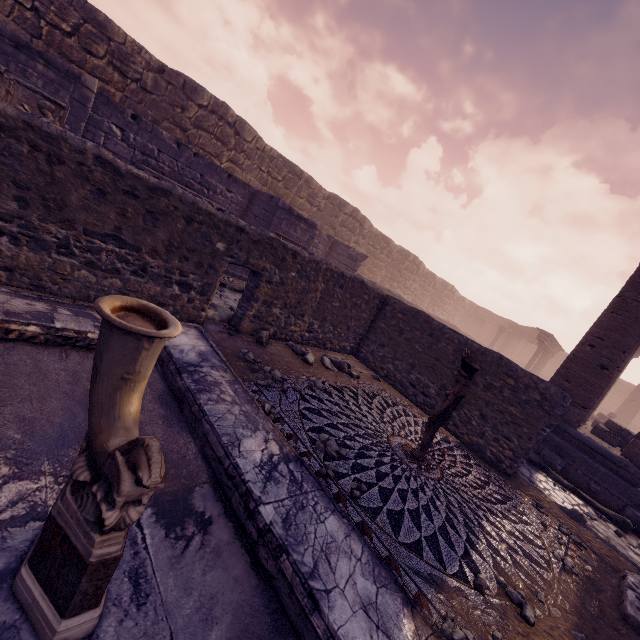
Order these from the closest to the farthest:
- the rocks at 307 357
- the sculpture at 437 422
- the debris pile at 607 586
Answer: the debris pile at 607 586
the sculpture at 437 422
the rocks at 307 357

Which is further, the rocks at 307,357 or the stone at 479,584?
the rocks at 307,357

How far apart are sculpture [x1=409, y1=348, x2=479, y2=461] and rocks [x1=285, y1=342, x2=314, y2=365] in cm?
244

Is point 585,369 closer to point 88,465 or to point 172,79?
point 88,465

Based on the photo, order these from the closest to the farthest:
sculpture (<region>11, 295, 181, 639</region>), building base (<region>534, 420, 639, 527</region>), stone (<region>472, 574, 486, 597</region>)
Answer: sculpture (<region>11, 295, 181, 639</region>)
stone (<region>472, 574, 486, 597</region>)
building base (<region>534, 420, 639, 527</region>)

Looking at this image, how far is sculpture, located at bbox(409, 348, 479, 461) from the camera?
4.41m

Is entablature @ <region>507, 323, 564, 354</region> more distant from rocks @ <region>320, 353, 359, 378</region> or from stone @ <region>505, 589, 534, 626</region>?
stone @ <region>505, 589, 534, 626</region>

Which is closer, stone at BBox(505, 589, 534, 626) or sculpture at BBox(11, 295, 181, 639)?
sculpture at BBox(11, 295, 181, 639)
